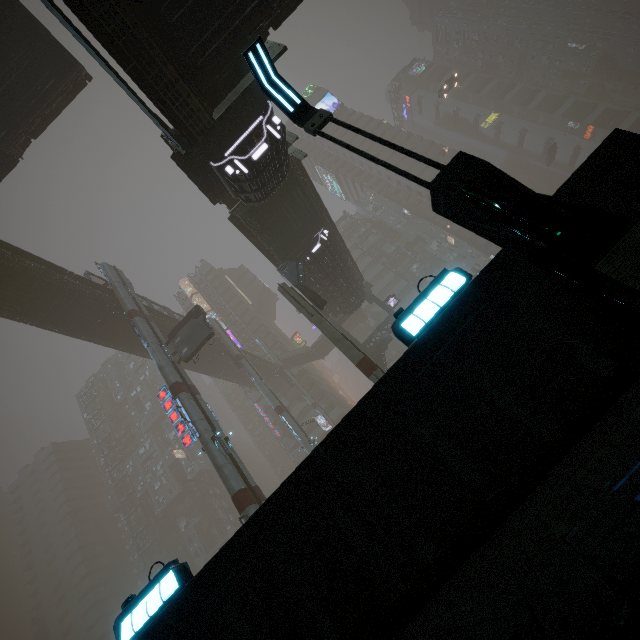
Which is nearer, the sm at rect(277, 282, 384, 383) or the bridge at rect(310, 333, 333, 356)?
the sm at rect(277, 282, 384, 383)

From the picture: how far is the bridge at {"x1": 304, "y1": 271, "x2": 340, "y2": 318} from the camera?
27.5 meters

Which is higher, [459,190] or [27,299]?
[27,299]

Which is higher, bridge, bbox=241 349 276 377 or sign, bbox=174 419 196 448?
bridge, bbox=241 349 276 377

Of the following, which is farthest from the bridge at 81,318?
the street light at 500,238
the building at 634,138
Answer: the street light at 500,238

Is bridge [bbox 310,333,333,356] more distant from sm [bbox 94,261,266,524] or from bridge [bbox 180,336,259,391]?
sm [bbox 94,261,266,524]

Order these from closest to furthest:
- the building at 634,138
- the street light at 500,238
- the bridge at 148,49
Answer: the street light at 500,238 < the building at 634,138 < the bridge at 148,49

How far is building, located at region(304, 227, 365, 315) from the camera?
24.4 meters
